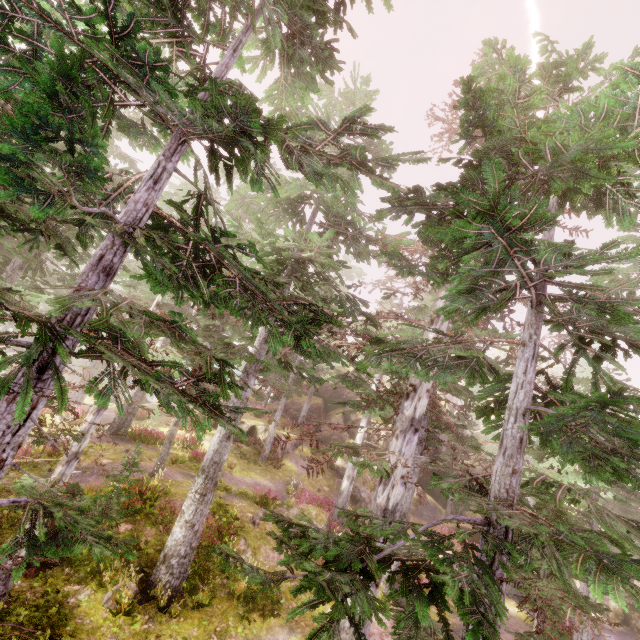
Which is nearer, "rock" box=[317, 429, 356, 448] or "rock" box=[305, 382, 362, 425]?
"rock" box=[317, 429, 356, 448]

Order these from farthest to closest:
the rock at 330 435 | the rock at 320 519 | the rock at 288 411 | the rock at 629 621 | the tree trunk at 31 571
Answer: the rock at 288 411, the rock at 330 435, the rock at 629 621, the rock at 320 519, the tree trunk at 31 571

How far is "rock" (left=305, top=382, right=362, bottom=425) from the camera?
30.95m

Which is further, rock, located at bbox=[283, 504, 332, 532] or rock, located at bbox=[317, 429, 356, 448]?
rock, located at bbox=[317, 429, 356, 448]

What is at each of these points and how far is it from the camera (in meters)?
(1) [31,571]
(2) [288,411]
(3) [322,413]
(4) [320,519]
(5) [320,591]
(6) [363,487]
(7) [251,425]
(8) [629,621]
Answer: (1) tree trunk, 8.57
(2) rock, 31.47
(3) rock, 32.19
(4) rock, 15.02
(5) instancedfoliageactor, 2.81
(6) rock, 24.84
(7) rock, 24.69
(8) rock, 21.09

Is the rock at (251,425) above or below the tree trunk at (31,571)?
above

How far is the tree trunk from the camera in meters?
8.5
